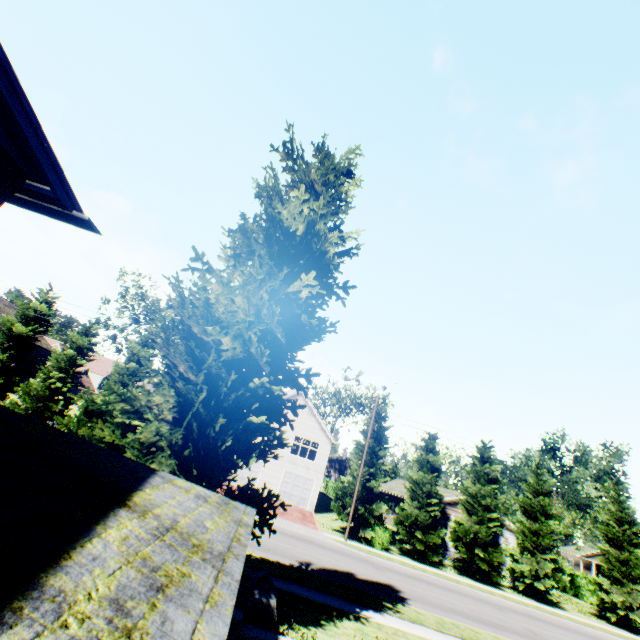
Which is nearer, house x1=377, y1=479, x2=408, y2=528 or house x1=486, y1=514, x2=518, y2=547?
house x1=486, y1=514, x2=518, y2=547

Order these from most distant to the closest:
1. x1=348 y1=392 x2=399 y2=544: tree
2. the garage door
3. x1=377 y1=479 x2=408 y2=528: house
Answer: x1=377 y1=479 x2=408 y2=528: house, the garage door, x1=348 y1=392 x2=399 y2=544: tree

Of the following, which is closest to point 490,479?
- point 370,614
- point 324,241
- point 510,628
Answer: point 510,628

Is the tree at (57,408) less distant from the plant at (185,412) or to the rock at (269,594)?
the plant at (185,412)

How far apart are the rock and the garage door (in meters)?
23.14

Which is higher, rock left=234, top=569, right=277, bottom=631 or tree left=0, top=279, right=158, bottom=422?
tree left=0, top=279, right=158, bottom=422

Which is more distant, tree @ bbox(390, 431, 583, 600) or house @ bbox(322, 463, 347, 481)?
house @ bbox(322, 463, 347, 481)

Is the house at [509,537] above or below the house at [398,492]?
below
